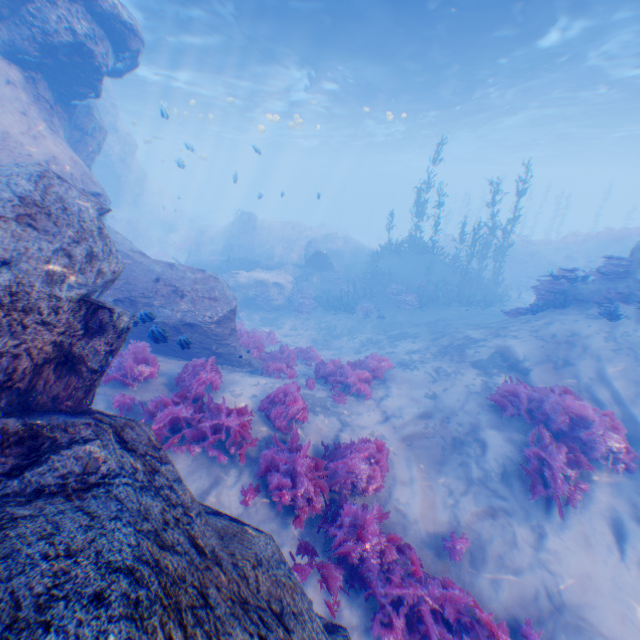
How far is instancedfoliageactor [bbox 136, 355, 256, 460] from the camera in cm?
574

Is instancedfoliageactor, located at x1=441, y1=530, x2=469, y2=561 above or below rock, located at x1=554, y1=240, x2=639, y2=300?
below

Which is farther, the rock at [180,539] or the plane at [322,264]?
the plane at [322,264]

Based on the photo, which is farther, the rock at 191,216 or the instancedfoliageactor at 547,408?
the rock at 191,216

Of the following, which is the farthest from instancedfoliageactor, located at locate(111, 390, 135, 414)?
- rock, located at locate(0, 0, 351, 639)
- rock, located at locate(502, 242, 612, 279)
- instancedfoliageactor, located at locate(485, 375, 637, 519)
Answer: rock, located at locate(502, 242, 612, 279)

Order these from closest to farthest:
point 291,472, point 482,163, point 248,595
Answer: point 248,595 < point 291,472 < point 482,163

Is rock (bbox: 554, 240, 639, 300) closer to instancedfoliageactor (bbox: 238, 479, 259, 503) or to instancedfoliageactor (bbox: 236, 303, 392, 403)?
instancedfoliageactor (bbox: 238, 479, 259, 503)

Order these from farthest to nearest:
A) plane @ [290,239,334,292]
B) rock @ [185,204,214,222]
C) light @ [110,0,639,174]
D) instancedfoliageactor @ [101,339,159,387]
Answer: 1. rock @ [185,204,214,222]
2. plane @ [290,239,334,292]
3. light @ [110,0,639,174]
4. instancedfoliageactor @ [101,339,159,387]
